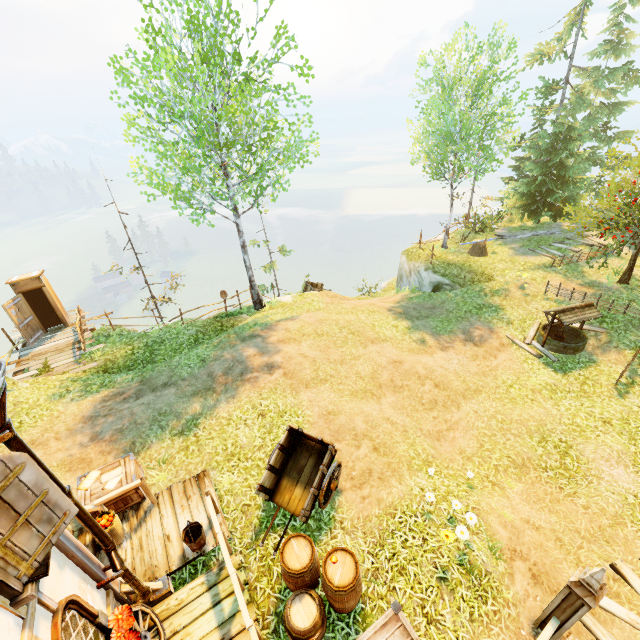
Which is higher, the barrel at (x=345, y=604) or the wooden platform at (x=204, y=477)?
the barrel at (x=345, y=604)

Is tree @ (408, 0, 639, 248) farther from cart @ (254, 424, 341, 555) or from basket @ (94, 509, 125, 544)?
basket @ (94, 509, 125, 544)

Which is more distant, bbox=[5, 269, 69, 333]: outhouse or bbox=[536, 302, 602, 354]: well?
bbox=[5, 269, 69, 333]: outhouse

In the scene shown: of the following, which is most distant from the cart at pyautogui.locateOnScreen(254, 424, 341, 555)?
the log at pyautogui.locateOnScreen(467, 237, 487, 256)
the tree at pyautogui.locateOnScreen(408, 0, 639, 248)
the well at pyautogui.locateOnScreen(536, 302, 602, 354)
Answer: the log at pyautogui.locateOnScreen(467, 237, 487, 256)

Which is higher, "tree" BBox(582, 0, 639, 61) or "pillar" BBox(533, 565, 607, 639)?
"tree" BBox(582, 0, 639, 61)

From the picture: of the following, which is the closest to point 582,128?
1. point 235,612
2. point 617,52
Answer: point 617,52

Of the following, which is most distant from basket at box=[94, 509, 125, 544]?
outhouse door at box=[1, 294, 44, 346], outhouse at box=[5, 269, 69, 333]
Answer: outhouse at box=[5, 269, 69, 333]

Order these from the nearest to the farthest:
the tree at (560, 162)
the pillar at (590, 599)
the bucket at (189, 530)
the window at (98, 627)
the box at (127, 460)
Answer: the window at (98, 627) < the pillar at (590, 599) < the bucket at (189, 530) < the box at (127, 460) < the tree at (560, 162)
